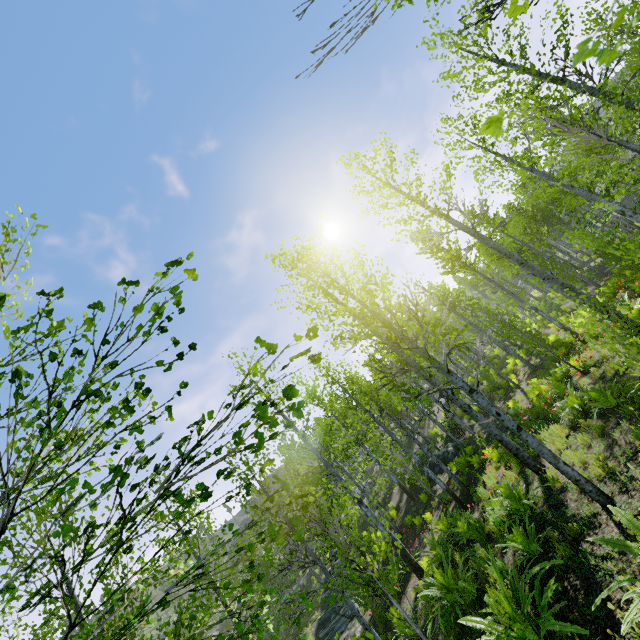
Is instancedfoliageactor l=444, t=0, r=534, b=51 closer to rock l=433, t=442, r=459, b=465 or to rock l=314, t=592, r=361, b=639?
rock l=314, t=592, r=361, b=639

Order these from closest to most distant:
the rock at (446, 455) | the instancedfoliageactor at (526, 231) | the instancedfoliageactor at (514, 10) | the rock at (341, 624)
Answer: the instancedfoliageactor at (514, 10) < the instancedfoliageactor at (526, 231) < the rock at (341, 624) < the rock at (446, 455)

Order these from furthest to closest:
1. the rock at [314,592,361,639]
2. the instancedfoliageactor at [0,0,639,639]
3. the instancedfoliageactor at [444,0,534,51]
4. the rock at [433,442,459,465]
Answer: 1. the rock at [433,442,459,465]
2. the rock at [314,592,361,639]
3. the instancedfoliageactor at [0,0,639,639]
4. the instancedfoliageactor at [444,0,534,51]

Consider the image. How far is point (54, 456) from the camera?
2.1m

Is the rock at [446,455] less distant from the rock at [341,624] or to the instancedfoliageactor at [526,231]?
the rock at [341,624]

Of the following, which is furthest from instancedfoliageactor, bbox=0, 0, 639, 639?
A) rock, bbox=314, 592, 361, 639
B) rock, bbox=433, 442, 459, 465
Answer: rock, bbox=433, 442, 459, 465

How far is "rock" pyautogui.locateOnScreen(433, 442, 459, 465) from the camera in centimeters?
2031cm
